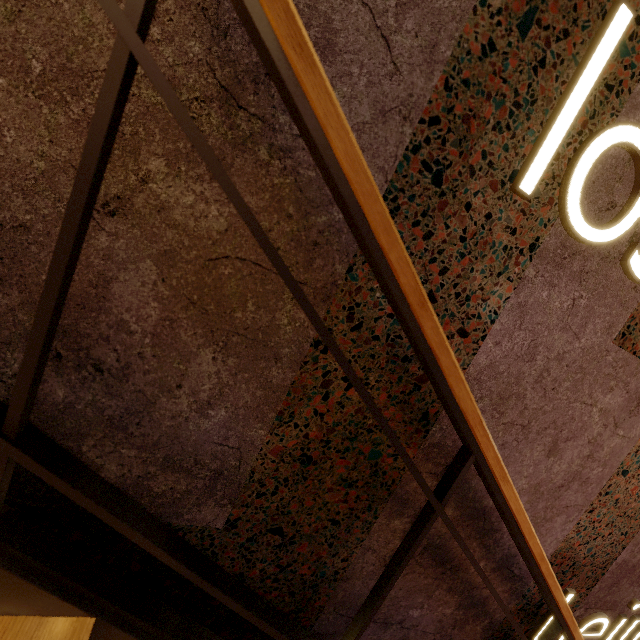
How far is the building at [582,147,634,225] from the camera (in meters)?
0.88

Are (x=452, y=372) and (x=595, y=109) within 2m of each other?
yes

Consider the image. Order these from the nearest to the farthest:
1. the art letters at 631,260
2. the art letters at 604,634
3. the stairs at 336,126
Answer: the stairs at 336,126, the art letters at 631,260, the art letters at 604,634

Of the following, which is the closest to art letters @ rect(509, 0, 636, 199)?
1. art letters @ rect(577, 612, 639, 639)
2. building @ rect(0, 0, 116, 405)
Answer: building @ rect(0, 0, 116, 405)

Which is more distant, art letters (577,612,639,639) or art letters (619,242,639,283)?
art letters (577,612,639,639)

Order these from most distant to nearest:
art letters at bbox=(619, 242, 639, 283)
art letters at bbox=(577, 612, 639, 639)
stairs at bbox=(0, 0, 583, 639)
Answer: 1. art letters at bbox=(577, 612, 639, 639)
2. art letters at bbox=(619, 242, 639, 283)
3. stairs at bbox=(0, 0, 583, 639)

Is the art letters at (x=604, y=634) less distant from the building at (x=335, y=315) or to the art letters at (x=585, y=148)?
the building at (x=335, y=315)

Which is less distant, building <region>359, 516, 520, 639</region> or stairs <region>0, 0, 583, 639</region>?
stairs <region>0, 0, 583, 639</region>
